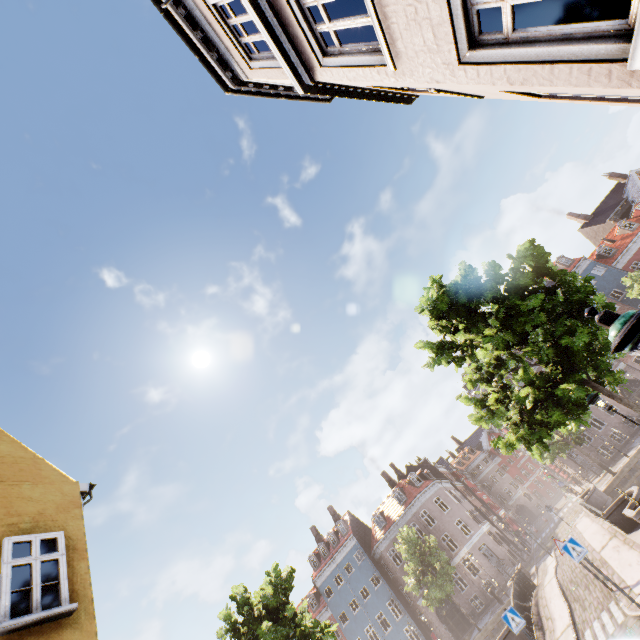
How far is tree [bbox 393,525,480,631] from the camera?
26.8m

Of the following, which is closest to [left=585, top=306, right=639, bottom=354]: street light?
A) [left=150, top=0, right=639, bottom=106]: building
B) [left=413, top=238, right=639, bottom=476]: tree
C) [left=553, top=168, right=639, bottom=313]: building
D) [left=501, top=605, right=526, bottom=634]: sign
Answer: [left=413, top=238, right=639, bottom=476]: tree

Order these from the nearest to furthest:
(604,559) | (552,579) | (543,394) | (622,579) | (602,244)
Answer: (543,394), (622,579), (604,559), (552,579), (602,244)

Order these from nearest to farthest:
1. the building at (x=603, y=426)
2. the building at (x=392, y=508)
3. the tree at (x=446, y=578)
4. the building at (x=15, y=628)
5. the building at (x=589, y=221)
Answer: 1. the building at (x=15, y=628)
2. the tree at (x=446, y=578)
3. the building at (x=603, y=426)
4. the building at (x=392, y=508)
5. the building at (x=589, y=221)

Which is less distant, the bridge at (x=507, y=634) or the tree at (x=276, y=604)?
the tree at (x=276, y=604)

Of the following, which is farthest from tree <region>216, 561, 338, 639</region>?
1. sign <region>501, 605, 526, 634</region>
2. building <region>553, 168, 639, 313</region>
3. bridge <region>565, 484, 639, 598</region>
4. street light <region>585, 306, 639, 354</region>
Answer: sign <region>501, 605, 526, 634</region>

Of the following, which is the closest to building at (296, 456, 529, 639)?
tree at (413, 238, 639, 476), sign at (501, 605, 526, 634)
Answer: tree at (413, 238, 639, 476)

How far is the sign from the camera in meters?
9.6
